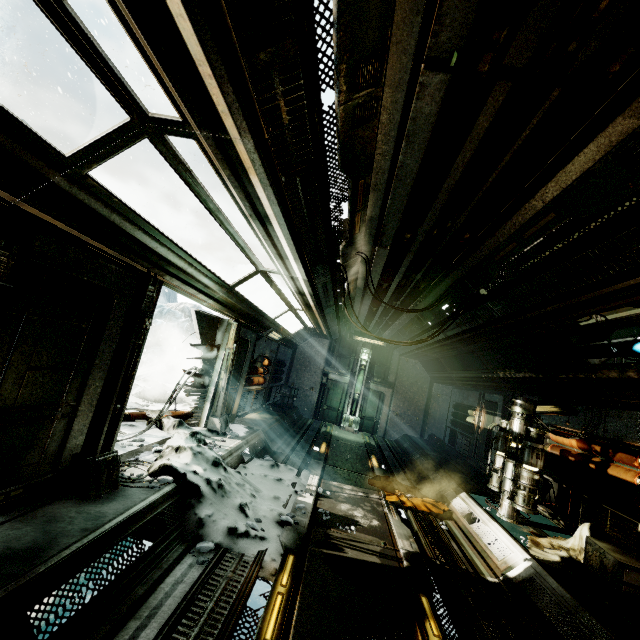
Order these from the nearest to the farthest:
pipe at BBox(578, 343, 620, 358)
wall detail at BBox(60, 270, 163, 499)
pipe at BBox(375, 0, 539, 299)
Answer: pipe at BBox(375, 0, 539, 299)
wall detail at BBox(60, 270, 163, 499)
pipe at BBox(578, 343, 620, 358)

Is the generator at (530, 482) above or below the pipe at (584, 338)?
below

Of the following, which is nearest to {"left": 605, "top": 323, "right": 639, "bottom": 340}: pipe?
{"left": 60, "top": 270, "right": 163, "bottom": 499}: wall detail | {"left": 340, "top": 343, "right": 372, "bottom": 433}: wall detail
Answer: {"left": 60, "top": 270, "right": 163, "bottom": 499}: wall detail

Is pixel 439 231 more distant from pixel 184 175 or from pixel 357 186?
pixel 184 175

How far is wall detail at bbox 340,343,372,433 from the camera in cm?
1497

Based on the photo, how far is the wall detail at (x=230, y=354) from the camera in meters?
7.5 m

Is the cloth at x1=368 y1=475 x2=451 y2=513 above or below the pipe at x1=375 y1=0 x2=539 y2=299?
below

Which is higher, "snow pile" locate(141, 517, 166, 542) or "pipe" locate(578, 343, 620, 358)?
"pipe" locate(578, 343, 620, 358)
